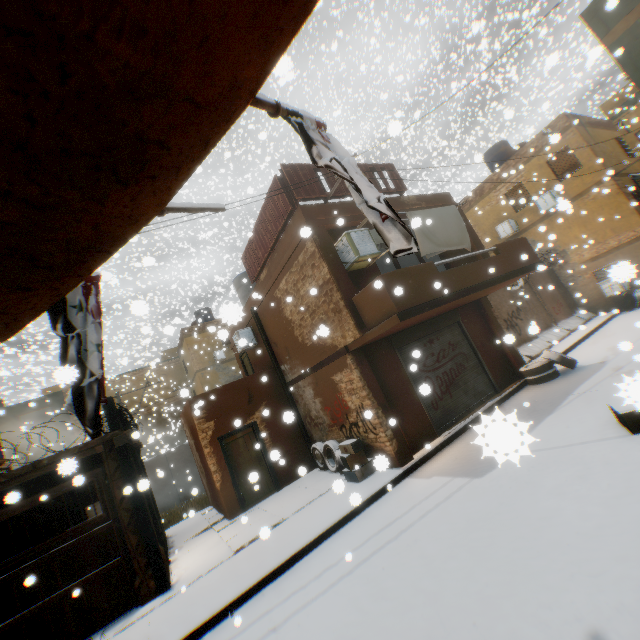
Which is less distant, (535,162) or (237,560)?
(237,560)

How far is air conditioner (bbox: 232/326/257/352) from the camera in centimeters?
625cm

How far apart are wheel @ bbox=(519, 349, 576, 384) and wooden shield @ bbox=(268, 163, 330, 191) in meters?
1.8 m

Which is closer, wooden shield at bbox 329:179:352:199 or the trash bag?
wooden shield at bbox 329:179:352:199

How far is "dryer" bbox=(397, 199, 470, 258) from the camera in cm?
878

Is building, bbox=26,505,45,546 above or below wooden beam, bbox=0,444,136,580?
below

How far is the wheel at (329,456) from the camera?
10.1m

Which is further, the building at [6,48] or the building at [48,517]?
the building at [48,517]
